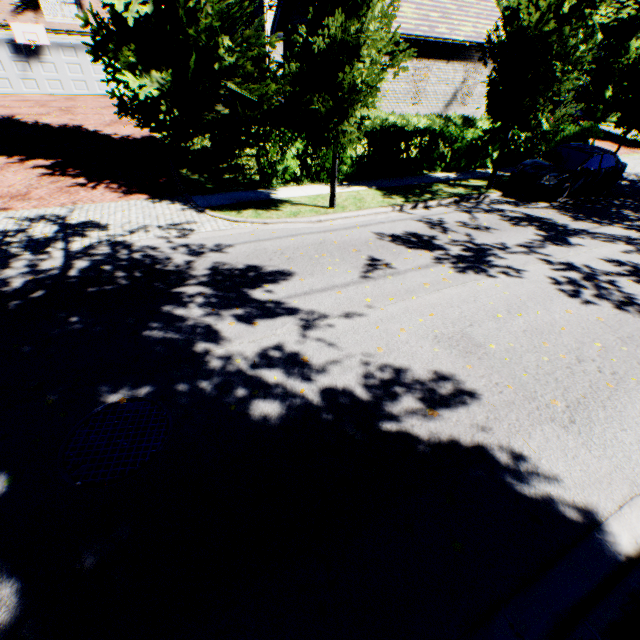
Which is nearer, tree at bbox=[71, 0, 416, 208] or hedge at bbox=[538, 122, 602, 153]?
tree at bbox=[71, 0, 416, 208]

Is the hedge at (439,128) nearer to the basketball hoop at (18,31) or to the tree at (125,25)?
the tree at (125,25)

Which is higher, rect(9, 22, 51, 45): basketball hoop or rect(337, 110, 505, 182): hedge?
rect(9, 22, 51, 45): basketball hoop

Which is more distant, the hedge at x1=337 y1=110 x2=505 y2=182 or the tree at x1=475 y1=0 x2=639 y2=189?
the hedge at x1=337 y1=110 x2=505 y2=182

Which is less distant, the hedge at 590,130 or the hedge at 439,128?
the hedge at 439,128

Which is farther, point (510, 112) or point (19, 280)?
point (510, 112)

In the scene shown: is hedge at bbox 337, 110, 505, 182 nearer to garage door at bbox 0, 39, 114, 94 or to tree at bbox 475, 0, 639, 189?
tree at bbox 475, 0, 639, 189

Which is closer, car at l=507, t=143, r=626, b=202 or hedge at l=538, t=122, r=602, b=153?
car at l=507, t=143, r=626, b=202
